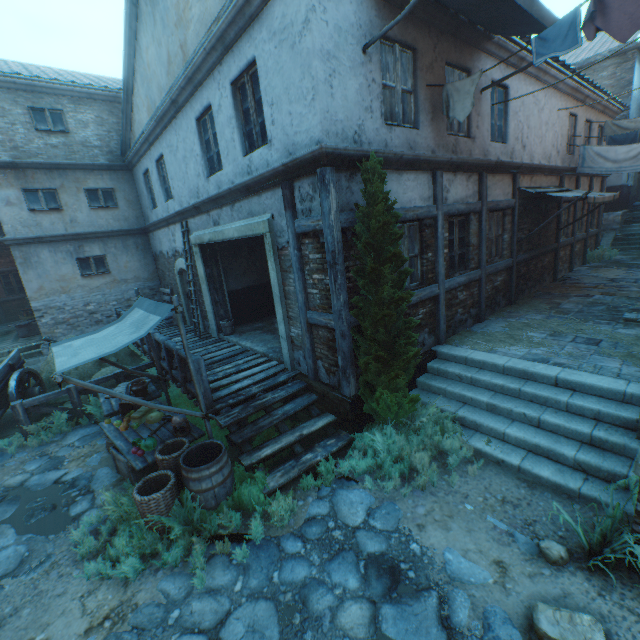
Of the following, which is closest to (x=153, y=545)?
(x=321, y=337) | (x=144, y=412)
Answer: (x=144, y=412)

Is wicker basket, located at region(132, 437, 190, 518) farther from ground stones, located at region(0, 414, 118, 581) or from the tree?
the tree

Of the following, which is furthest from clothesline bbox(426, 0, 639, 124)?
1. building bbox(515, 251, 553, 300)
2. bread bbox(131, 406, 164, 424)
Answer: bread bbox(131, 406, 164, 424)

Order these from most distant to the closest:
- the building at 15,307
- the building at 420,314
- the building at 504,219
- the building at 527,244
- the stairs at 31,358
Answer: the building at 15,307
the stairs at 31,358
the building at 527,244
the building at 504,219
the building at 420,314

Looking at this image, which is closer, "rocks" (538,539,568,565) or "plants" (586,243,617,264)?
"rocks" (538,539,568,565)

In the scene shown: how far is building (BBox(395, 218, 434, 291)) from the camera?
6.39m

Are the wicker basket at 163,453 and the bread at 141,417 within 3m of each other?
yes

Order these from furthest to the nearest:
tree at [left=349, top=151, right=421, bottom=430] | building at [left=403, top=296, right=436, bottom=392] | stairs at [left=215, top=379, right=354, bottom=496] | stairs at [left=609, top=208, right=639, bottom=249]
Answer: stairs at [left=609, top=208, right=639, bottom=249] < building at [left=403, top=296, right=436, bottom=392] < stairs at [left=215, top=379, right=354, bottom=496] < tree at [left=349, top=151, right=421, bottom=430]
